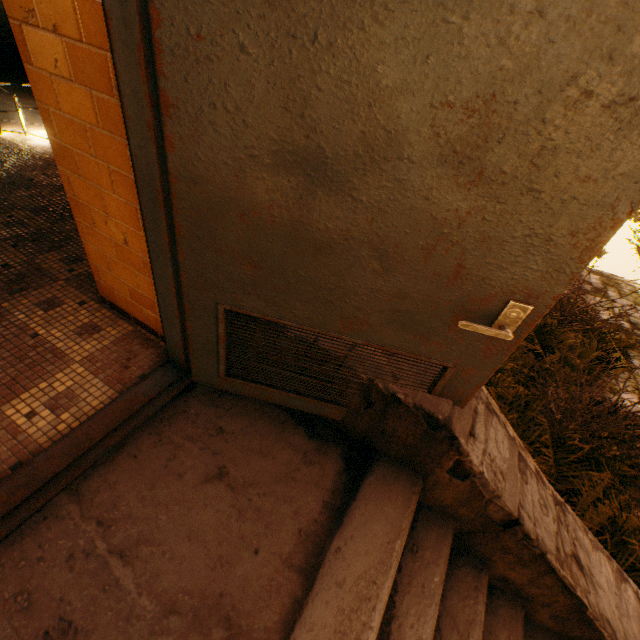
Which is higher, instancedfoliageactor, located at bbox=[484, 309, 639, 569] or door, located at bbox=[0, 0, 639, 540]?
door, located at bbox=[0, 0, 639, 540]

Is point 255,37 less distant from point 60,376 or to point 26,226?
point 60,376

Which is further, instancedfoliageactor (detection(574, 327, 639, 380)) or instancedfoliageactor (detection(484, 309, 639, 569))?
instancedfoliageactor (detection(574, 327, 639, 380))

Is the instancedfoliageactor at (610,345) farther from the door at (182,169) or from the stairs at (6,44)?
the stairs at (6,44)

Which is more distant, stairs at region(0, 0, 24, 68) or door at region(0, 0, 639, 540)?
stairs at region(0, 0, 24, 68)

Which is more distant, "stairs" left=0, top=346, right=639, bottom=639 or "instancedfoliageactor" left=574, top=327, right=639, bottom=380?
"instancedfoliageactor" left=574, top=327, right=639, bottom=380

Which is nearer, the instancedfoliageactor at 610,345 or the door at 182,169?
the door at 182,169

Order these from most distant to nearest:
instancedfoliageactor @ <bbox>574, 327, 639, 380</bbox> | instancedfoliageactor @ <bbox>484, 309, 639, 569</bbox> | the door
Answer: instancedfoliageactor @ <bbox>574, 327, 639, 380</bbox> → instancedfoliageactor @ <bbox>484, 309, 639, 569</bbox> → the door
